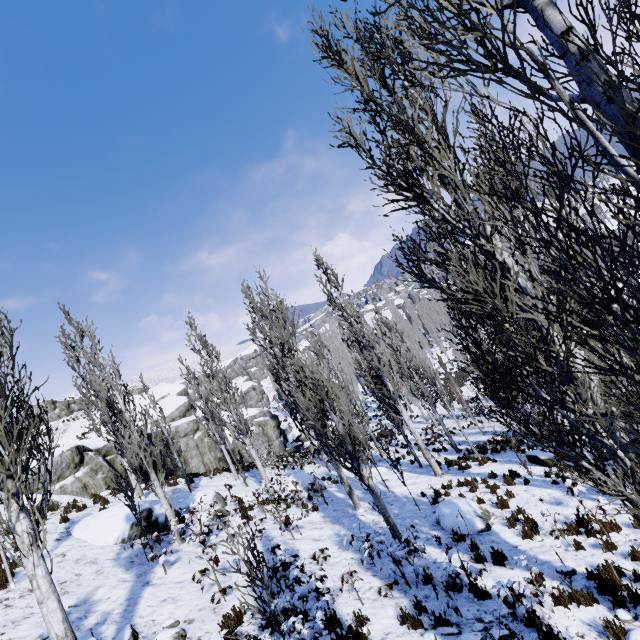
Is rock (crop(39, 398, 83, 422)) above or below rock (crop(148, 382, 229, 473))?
above

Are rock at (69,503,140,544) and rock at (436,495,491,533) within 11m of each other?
yes

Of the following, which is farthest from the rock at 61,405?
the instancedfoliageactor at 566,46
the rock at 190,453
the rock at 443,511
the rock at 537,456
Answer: the rock at 537,456

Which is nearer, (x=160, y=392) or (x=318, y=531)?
(x=318, y=531)

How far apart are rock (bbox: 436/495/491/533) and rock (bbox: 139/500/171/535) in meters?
9.0

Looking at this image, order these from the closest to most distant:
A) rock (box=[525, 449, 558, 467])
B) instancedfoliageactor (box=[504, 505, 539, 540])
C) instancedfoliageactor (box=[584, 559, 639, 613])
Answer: instancedfoliageactor (box=[584, 559, 639, 613]), instancedfoliageactor (box=[504, 505, 539, 540]), rock (box=[525, 449, 558, 467])

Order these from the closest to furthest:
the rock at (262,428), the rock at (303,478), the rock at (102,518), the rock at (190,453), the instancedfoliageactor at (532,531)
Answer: the instancedfoliageactor at (532,531)
the rock at (102,518)
the rock at (303,478)
the rock at (190,453)
the rock at (262,428)

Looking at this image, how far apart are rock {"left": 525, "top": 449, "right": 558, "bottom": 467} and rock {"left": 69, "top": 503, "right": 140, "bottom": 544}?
14.9m
